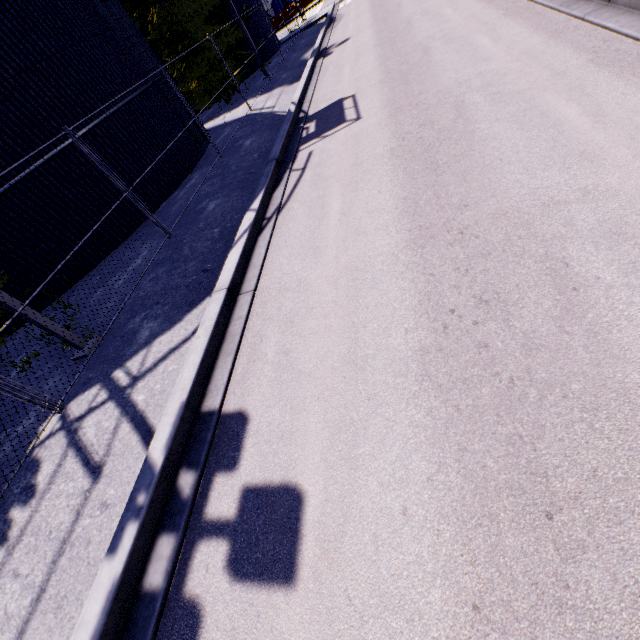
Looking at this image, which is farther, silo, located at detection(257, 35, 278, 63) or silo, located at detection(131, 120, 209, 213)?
silo, located at detection(257, 35, 278, 63)

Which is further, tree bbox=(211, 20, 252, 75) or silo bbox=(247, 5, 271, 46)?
silo bbox=(247, 5, 271, 46)

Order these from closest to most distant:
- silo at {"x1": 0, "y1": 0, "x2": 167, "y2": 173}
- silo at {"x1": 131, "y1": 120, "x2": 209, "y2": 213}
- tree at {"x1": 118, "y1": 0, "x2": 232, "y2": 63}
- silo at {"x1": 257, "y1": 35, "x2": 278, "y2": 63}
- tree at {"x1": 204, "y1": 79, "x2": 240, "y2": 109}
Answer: silo at {"x1": 0, "y1": 0, "x2": 167, "y2": 173}
silo at {"x1": 131, "y1": 120, "x2": 209, "y2": 213}
tree at {"x1": 118, "y1": 0, "x2": 232, "y2": 63}
tree at {"x1": 204, "y1": 79, "x2": 240, "y2": 109}
silo at {"x1": 257, "y1": 35, "x2": 278, "y2": 63}

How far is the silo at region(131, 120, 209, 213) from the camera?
11.7m

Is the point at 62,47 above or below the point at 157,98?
above

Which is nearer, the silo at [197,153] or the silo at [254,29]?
the silo at [197,153]

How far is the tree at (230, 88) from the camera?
20.7m
